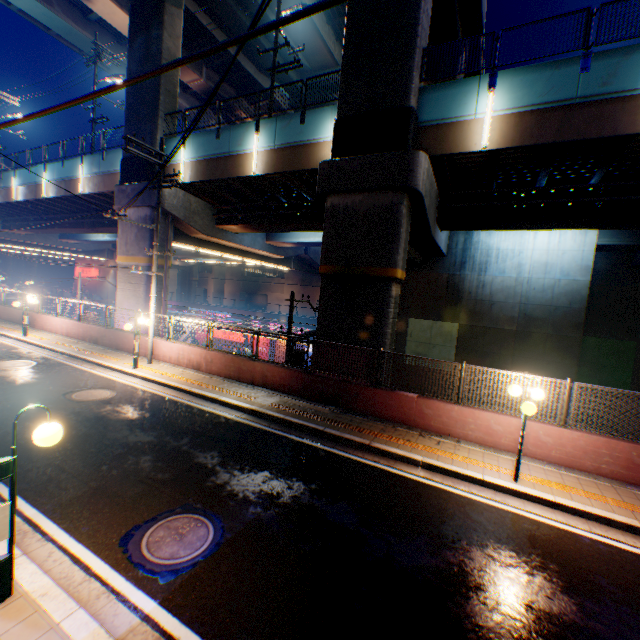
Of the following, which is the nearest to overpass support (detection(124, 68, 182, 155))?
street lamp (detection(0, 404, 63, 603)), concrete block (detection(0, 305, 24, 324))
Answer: concrete block (detection(0, 305, 24, 324))

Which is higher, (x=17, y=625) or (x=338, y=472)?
(x=17, y=625)

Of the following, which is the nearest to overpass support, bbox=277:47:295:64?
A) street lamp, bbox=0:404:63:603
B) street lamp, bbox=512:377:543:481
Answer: street lamp, bbox=512:377:543:481

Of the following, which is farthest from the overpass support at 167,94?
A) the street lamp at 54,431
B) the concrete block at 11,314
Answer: the street lamp at 54,431

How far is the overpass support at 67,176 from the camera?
17.9 meters

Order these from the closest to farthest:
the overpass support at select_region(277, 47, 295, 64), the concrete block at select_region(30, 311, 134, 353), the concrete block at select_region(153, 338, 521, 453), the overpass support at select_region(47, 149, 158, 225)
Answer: the concrete block at select_region(153, 338, 521, 453) < the concrete block at select_region(30, 311, 134, 353) < the overpass support at select_region(47, 149, 158, 225) < the overpass support at select_region(277, 47, 295, 64)

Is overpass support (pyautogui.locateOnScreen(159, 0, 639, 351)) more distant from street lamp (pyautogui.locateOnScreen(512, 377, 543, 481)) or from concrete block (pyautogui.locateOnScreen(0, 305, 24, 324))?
street lamp (pyautogui.locateOnScreen(512, 377, 543, 481))
